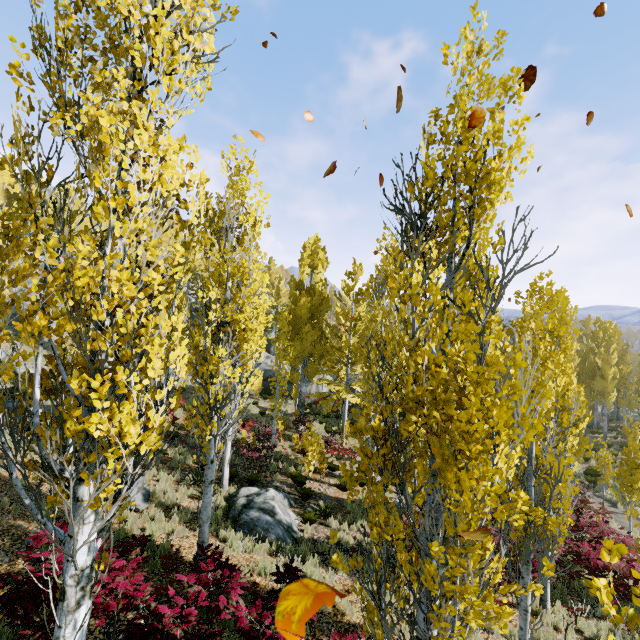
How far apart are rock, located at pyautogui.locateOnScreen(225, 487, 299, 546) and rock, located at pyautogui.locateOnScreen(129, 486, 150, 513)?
2.7 meters

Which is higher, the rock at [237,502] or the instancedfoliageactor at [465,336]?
the instancedfoliageactor at [465,336]

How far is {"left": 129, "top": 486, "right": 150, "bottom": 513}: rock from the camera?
10.3 meters

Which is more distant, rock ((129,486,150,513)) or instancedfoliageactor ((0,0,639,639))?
rock ((129,486,150,513))

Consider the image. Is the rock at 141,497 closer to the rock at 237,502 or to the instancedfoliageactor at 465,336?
the instancedfoliageactor at 465,336

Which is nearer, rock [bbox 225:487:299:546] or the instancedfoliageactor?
the instancedfoliageactor

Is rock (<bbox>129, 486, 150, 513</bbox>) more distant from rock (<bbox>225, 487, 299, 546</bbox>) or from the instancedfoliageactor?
rock (<bbox>225, 487, 299, 546</bbox>)

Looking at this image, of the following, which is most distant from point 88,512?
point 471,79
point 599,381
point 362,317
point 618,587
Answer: point 599,381
